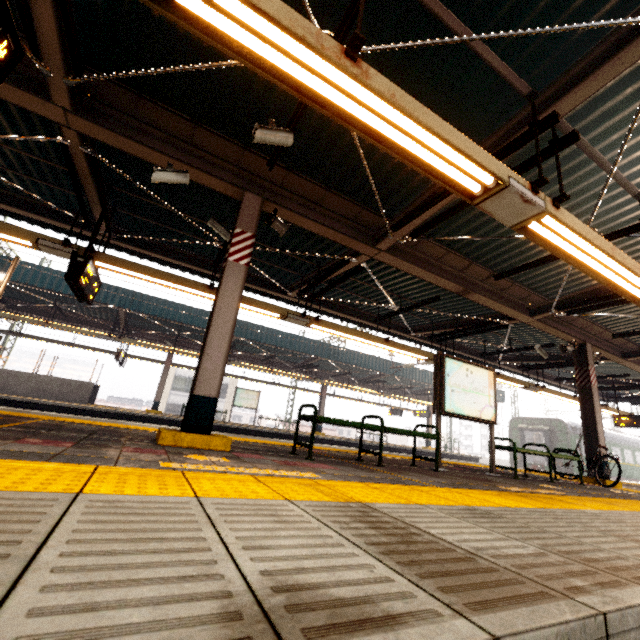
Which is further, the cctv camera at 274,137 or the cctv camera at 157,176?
the cctv camera at 157,176

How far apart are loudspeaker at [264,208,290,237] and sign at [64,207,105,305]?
3.1m

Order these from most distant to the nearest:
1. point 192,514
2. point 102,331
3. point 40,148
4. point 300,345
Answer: point 102,331, point 300,345, point 40,148, point 192,514

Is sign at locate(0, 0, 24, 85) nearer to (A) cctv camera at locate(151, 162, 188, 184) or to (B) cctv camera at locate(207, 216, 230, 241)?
(A) cctv camera at locate(151, 162, 188, 184)

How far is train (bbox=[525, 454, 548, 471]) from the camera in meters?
21.4

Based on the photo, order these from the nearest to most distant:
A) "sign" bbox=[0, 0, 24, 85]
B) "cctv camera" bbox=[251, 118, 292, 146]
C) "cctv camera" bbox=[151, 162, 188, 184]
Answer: "sign" bbox=[0, 0, 24, 85] → "cctv camera" bbox=[251, 118, 292, 146] → "cctv camera" bbox=[151, 162, 188, 184]

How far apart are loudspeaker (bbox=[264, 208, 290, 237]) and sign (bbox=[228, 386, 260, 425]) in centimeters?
1511cm

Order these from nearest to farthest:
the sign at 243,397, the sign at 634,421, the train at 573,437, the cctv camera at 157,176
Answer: the cctv camera at 157,176 → the sign at 634,421 → the sign at 243,397 → the train at 573,437
